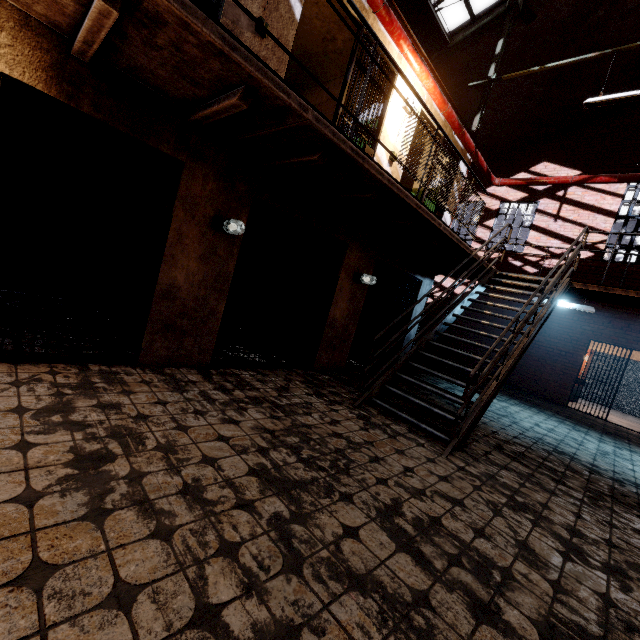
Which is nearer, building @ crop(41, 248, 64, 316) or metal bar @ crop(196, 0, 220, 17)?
metal bar @ crop(196, 0, 220, 17)

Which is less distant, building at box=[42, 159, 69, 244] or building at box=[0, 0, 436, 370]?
building at box=[0, 0, 436, 370]

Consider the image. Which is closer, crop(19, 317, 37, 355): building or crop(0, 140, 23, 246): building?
crop(19, 317, 37, 355): building

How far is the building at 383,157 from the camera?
5.7 meters

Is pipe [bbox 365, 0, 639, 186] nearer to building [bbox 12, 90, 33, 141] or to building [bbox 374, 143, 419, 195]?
building [bbox 374, 143, 419, 195]

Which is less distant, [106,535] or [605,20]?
[106,535]

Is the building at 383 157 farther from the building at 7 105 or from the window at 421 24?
the window at 421 24
